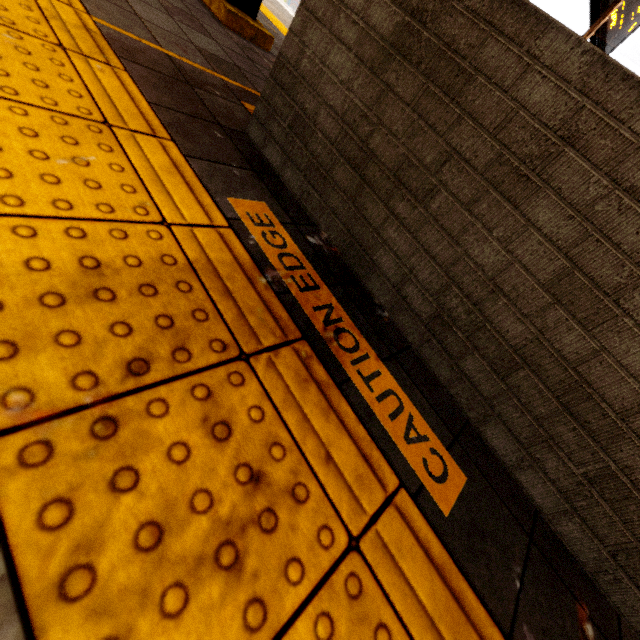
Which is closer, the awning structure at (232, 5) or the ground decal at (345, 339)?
the ground decal at (345, 339)

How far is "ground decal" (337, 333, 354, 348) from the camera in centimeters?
111cm

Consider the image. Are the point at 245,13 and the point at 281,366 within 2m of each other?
no

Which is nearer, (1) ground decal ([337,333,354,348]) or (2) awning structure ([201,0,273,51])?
(1) ground decal ([337,333,354,348])

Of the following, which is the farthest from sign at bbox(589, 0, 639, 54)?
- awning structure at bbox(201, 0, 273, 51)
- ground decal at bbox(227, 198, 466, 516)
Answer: ground decal at bbox(227, 198, 466, 516)

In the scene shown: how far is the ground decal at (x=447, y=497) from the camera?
1.0m
